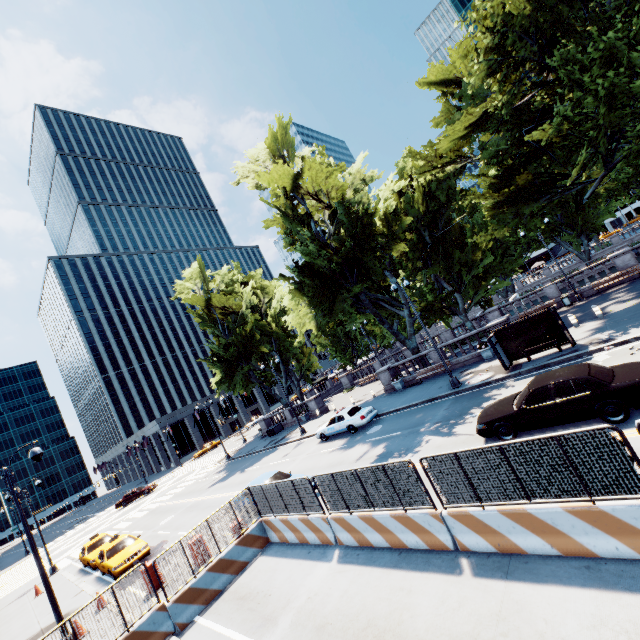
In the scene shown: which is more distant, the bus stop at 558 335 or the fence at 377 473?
the bus stop at 558 335

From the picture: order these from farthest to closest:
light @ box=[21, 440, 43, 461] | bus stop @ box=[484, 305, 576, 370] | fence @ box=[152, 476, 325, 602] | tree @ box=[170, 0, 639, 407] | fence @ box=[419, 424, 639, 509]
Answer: bus stop @ box=[484, 305, 576, 370] < tree @ box=[170, 0, 639, 407] < light @ box=[21, 440, 43, 461] < fence @ box=[152, 476, 325, 602] < fence @ box=[419, 424, 639, 509]

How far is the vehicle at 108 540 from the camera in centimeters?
1672cm

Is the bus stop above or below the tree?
below

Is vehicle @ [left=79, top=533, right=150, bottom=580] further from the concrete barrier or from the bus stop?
the bus stop

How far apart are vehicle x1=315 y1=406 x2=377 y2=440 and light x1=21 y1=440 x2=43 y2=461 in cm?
1531

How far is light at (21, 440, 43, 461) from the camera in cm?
1265

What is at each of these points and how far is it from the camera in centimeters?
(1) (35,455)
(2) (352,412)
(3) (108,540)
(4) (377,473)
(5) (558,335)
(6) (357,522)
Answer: (1) light, 1264cm
(2) vehicle, 2186cm
(3) vehicle, 1873cm
(4) fence, 858cm
(5) bus stop, 1650cm
(6) concrete barrier, 927cm
